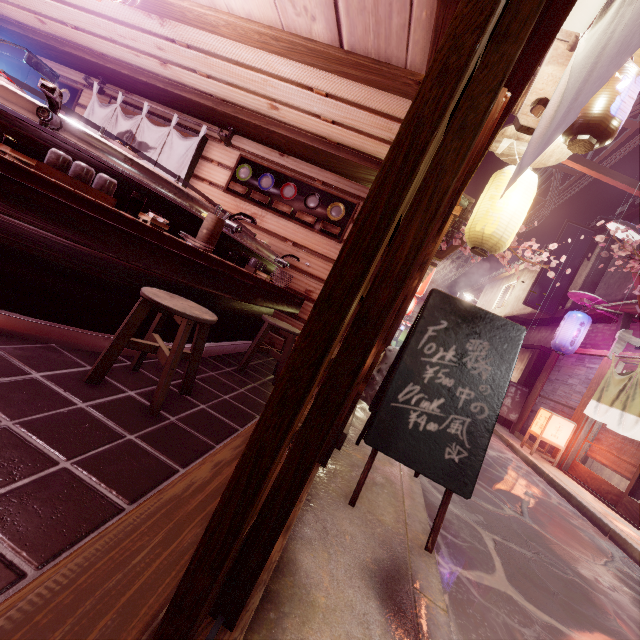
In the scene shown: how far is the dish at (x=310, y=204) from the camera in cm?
861

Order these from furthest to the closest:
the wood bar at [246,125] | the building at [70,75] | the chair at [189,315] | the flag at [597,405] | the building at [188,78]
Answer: the flag at [597,405]
the building at [70,75]
the wood bar at [246,125]
the building at [188,78]
the chair at [189,315]

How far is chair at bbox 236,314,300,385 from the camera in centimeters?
620cm

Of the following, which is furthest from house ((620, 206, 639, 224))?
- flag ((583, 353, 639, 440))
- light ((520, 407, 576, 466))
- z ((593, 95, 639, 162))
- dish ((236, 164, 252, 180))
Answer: dish ((236, 164, 252, 180))

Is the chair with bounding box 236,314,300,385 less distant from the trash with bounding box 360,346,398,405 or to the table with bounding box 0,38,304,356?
the table with bounding box 0,38,304,356

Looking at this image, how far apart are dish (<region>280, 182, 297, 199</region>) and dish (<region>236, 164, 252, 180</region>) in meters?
0.9

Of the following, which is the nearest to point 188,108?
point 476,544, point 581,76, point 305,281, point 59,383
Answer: point 305,281

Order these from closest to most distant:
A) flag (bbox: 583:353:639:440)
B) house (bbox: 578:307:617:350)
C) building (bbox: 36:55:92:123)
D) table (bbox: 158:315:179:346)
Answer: table (bbox: 158:315:179:346) < building (bbox: 36:55:92:123) < flag (bbox: 583:353:639:440) < house (bbox: 578:307:617:350)
